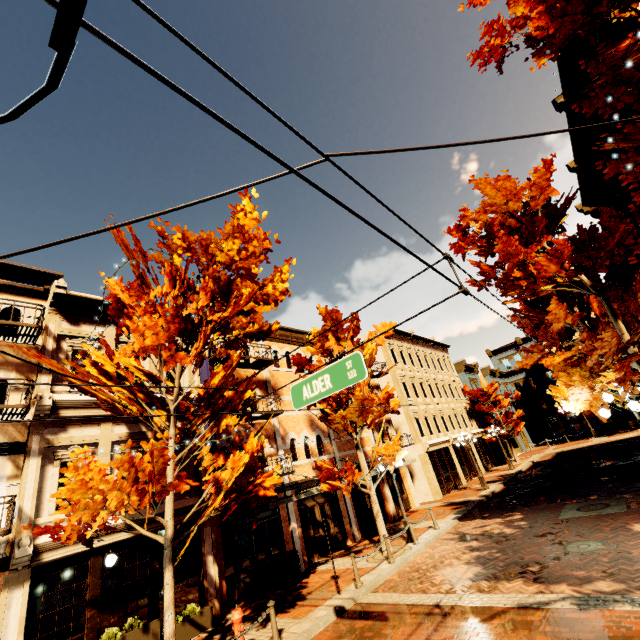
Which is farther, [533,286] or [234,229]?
[533,286]

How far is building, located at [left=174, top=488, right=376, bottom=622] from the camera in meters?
10.6

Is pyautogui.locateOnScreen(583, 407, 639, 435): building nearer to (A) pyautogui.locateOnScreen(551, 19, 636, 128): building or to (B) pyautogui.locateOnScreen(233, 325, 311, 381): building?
(A) pyautogui.locateOnScreen(551, 19, 636, 128): building

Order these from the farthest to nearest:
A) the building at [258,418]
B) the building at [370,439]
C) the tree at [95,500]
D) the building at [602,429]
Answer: the building at [602,429]
the building at [370,439]
the building at [258,418]
the tree at [95,500]

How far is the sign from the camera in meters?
5.1 m

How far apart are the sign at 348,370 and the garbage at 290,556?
10.42m

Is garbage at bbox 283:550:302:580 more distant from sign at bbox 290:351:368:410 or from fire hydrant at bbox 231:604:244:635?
sign at bbox 290:351:368:410
